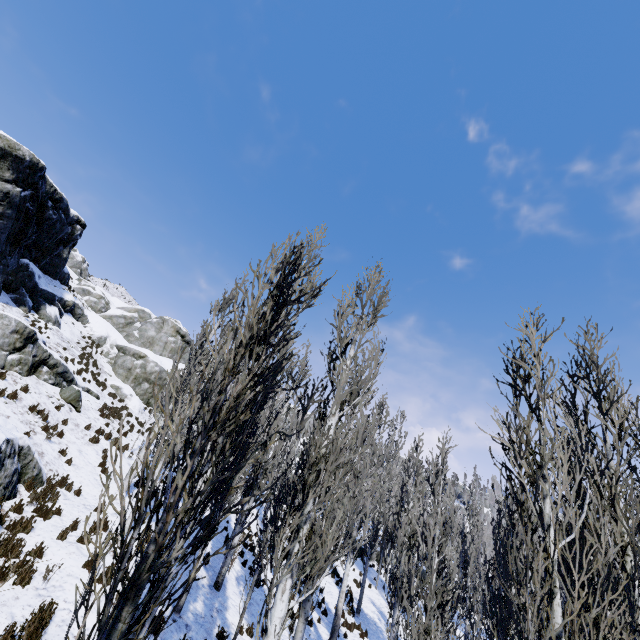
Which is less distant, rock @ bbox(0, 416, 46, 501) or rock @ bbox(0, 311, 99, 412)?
rock @ bbox(0, 416, 46, 501)

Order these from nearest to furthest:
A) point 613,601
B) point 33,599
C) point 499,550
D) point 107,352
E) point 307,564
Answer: point 613,601, point 307,564, point 33,599, point 499,550, point 107,352

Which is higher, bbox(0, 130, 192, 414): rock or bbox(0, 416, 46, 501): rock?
bbox(0, 130, 192, 414): rock

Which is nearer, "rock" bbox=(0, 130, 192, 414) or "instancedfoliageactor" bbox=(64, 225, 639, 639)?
"instancedfoliageactor" bbox=(64, 225, 639, 639)

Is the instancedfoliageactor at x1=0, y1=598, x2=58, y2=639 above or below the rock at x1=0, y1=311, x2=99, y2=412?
below

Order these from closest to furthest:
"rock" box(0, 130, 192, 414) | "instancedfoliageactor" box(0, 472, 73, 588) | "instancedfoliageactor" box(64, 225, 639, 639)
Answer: "instancedfoliageactor" box(64, 225, 639, 639) < "instancedfoliageactor" box(0, 472, 73, 588) < "rock" box(0, 130, 192, 414)

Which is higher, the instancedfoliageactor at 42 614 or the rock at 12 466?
the rock at 12 466

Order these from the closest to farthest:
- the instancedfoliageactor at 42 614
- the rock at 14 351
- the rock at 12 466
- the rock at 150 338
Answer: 1. the instancedfoliageactor at 42 614
2. the rock at 12 466
3. the rock at 14 351
4. the rock at 150 338
